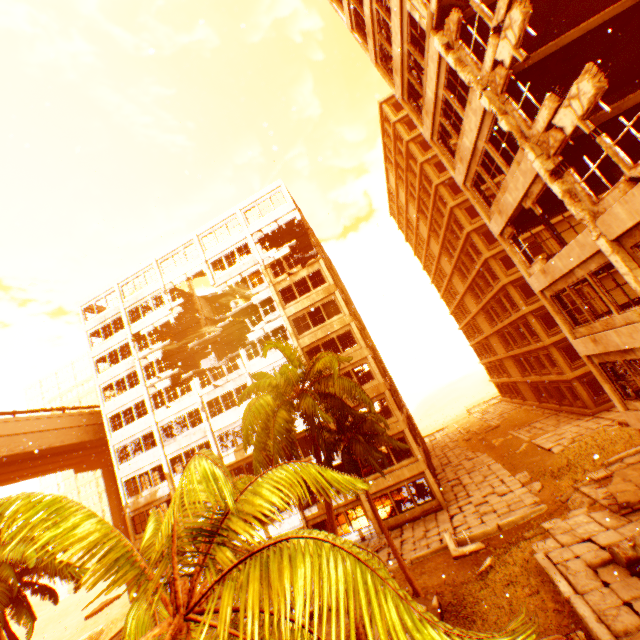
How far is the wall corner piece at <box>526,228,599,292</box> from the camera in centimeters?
954cm

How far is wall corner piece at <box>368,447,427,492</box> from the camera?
22.78m

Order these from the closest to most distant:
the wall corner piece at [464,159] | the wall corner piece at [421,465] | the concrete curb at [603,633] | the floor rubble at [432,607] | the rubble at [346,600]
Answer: the rubble at [346,600]
the concrete curb at [603,633]
the wall corner piece at [464,159]
the floor rubble at [432,607]
the wall corner piece at [421,465]

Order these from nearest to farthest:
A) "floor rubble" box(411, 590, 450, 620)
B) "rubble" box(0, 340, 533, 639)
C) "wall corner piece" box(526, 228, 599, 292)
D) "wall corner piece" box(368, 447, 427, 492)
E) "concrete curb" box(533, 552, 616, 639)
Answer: "rubble" box(0, 340, 533, 639) < "concrete curb" box(533, 552, 616, 639) < "wall corner piece" box(526, 228, 599, 292) < "floor rubble" box(411, 590, 450, 620) < "wall corner piece" box(368, 447, 427, 492)

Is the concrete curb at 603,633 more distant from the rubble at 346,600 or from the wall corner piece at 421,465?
the wall corner piece at 421,465

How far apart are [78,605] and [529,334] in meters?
75.2 m

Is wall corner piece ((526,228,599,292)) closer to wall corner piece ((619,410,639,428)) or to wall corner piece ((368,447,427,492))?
wall corner piece ((368,447,427,492))

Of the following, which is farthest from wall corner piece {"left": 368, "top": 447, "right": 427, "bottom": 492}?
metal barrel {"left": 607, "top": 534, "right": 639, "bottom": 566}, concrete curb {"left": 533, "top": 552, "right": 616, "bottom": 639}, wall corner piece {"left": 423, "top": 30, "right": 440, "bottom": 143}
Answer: metal barrel {"left": 607, "top": 534, "right": 639, "bottom": 566}
